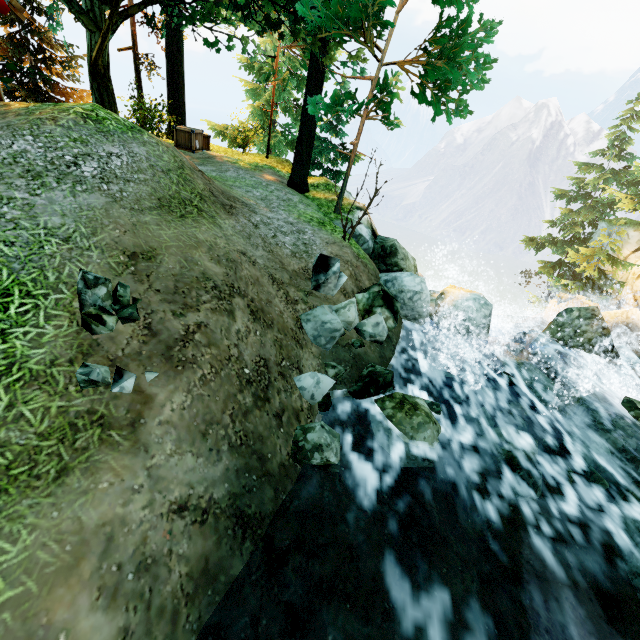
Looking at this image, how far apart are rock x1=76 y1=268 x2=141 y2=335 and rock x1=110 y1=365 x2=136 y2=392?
0.4 meters

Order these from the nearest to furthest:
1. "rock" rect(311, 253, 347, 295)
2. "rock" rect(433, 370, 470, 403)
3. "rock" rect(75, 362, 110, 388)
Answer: "rock" rect(75, 362, 110, 388), "rock" rect(311, 253, 347, 295), "rock" rect(433, 370, 470, 403)

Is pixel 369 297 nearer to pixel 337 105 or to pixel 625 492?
pixel 337 105

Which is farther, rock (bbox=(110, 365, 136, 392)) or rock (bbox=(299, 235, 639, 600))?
rock (bbox=(299, 235, 639, 600))

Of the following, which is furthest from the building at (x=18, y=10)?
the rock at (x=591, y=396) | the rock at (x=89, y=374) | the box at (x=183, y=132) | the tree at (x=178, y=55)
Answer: the rock at (x=591, y=396)

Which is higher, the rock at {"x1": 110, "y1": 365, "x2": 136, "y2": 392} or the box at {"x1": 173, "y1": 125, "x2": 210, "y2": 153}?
the box at {"x1": 173, "y1": 125, "x2": 210, "y2": 153}

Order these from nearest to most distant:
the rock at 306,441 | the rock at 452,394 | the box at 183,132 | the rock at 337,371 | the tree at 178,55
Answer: the rock at 306,441 → the rock at 337,371 → the rock at 452,394 → the tree at 178,55 → the box at 183,132

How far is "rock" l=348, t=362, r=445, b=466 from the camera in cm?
471
